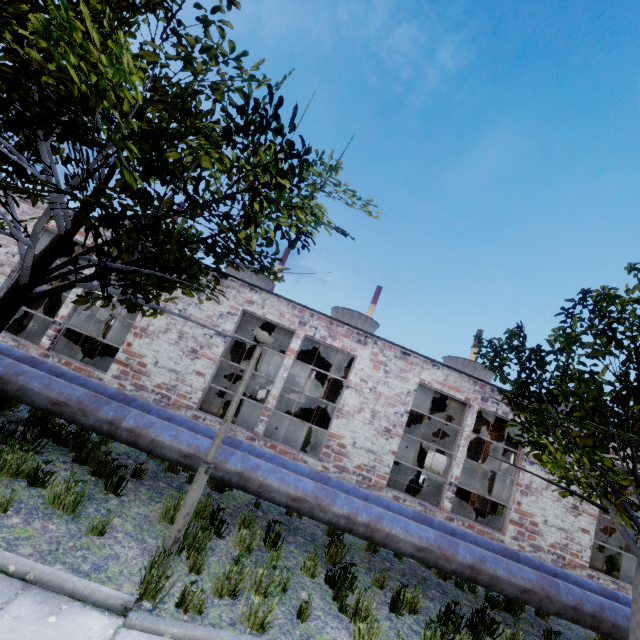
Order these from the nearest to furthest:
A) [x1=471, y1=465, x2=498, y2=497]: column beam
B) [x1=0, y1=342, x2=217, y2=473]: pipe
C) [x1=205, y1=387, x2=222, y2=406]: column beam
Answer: [x1=0, y1=342, x2=217, y2=473]: pipe → [x1=471, y1=465, x2=498, y2=497]: column beam → [x1=205, y1=387, x2=222, y2=406]: column beam

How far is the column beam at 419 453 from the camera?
17.9 meters

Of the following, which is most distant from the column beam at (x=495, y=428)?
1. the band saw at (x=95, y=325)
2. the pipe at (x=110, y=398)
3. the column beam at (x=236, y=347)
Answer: the band saw at (x=95, y=325)

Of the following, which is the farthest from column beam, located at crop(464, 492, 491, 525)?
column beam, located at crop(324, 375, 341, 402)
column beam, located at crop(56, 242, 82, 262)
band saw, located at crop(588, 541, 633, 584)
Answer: column beam, located at crop(56, 242, 82, 262)

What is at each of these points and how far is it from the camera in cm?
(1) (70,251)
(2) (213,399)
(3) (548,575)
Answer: (1) column beam, 1175
(2) column beam, 1742
(3) pipe, 678

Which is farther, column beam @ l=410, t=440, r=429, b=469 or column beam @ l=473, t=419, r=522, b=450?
column beam @ l=410, t=440, r=429, b=469

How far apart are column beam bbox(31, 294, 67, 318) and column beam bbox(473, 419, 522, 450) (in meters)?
17.31

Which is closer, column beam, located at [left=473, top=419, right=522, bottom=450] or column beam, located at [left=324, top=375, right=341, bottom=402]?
column beam, located at [left=473, top=419, right=522, bottom=450]
